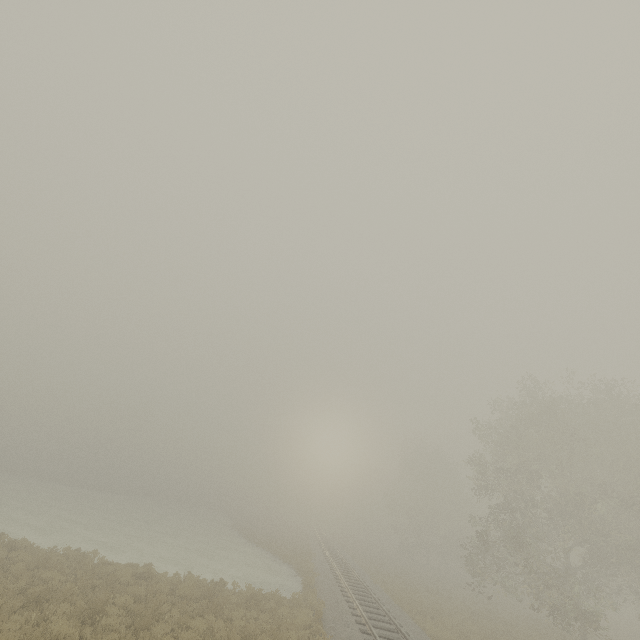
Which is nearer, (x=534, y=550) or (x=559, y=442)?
(x=534, y=550)
